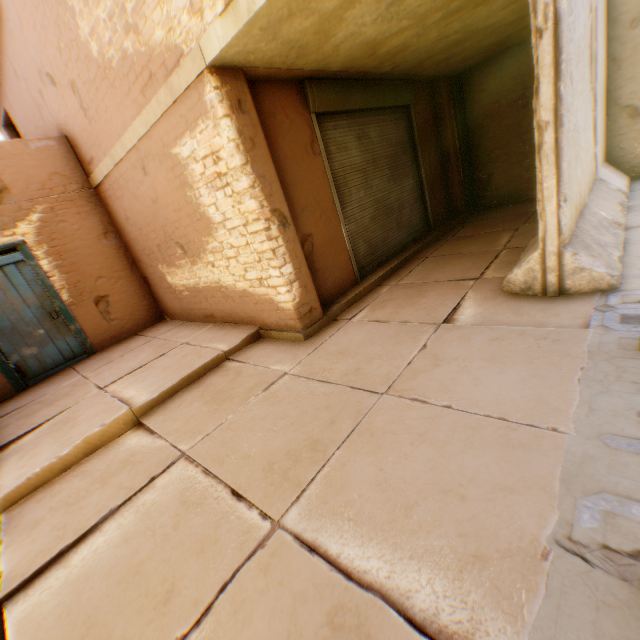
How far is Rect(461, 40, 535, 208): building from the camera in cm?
731

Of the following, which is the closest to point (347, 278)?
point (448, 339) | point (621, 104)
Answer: point (448, 339)

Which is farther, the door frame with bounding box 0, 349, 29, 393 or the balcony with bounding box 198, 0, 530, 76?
the door frame with bounding box 0, 349, 29, 393

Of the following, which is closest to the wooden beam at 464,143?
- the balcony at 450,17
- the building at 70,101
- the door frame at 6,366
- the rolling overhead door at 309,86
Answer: the building at 70,101

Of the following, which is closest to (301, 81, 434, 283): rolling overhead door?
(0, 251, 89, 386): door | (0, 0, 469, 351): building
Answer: (0, 0, 469, 351): building

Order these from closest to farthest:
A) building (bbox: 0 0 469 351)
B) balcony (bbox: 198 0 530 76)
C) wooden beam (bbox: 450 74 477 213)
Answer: balcony (bbox: 198 0 530 76), building (bbox: 0 0 469 351), wooden beam (bbox: 450 74 477 213)

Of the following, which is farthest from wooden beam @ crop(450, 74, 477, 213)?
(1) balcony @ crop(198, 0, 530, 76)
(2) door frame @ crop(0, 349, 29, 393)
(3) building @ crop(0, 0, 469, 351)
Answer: (2) door frame @ crop(0, 349, 29, 393)

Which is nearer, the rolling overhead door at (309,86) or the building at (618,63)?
the rolling overhead door at (309,86)
